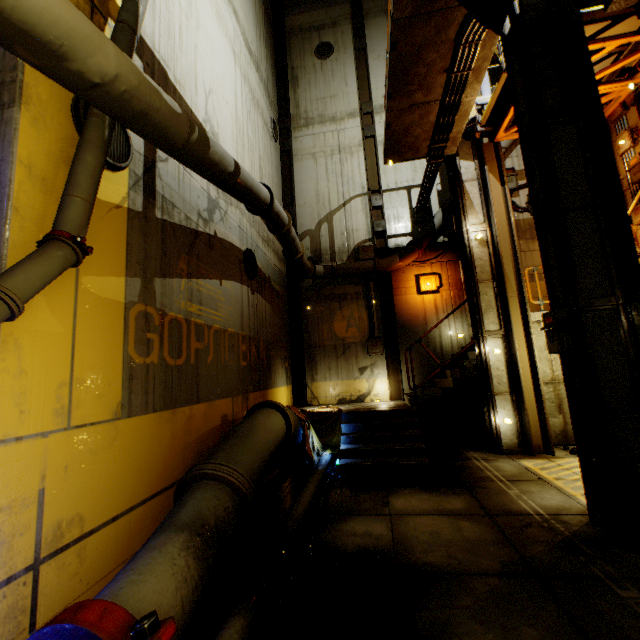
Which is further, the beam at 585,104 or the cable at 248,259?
the cable at 248,259

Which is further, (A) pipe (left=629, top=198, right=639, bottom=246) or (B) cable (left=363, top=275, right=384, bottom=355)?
(B) cable (left=363, top=275, right=384, bottom=355)

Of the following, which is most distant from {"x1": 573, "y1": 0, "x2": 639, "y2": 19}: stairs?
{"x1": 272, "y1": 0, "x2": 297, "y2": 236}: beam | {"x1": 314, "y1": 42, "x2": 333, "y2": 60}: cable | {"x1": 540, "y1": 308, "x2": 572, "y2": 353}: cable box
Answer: {"x1": 314, "y1": 42, "x2": 333, "y2": 60}: cable

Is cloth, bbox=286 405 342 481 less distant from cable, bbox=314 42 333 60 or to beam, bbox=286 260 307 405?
beam, bbox=286 260 307 405

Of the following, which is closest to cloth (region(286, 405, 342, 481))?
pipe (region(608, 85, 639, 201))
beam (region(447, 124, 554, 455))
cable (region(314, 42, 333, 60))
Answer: beam (region(447, 124, 554, 455))

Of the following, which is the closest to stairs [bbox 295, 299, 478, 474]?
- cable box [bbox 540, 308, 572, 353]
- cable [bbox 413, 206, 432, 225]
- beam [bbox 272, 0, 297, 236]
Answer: beam [bbox 272, 0, 297, 236]

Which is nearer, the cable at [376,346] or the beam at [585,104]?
the beam at [585,104]

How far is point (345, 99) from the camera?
13.2m
